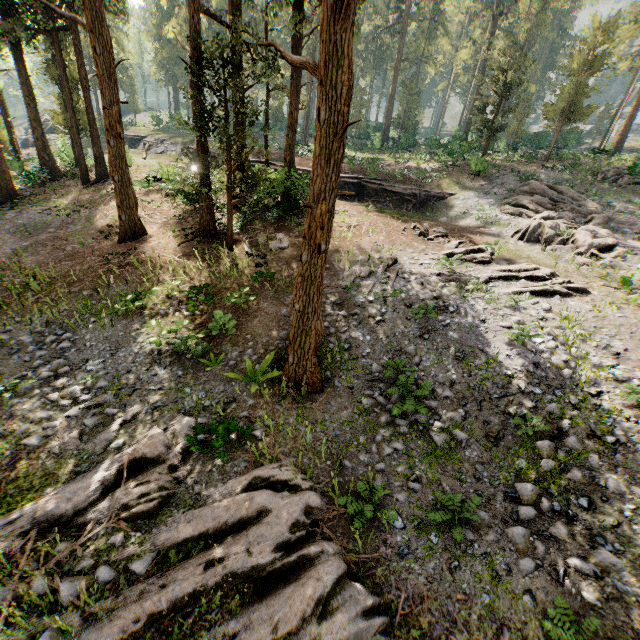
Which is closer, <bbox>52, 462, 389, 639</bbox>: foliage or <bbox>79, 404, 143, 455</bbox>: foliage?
<bbox>52, 462, 389, 639</bbox>: foliage

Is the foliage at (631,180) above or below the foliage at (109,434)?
above

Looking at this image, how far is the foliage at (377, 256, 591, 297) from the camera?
13.4 meters

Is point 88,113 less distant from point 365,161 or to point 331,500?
point 365,161

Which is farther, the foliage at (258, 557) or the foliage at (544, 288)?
the foliage at (544, 288)

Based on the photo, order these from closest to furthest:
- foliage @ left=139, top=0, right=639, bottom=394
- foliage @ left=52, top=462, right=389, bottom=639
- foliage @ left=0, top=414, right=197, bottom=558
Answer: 1. foliage @ left=52, top=462, right=389, bottom=639
2. foliage @ left=0, top=414, right=197, bottom=558
3. foliage @ left=139, top=0, right=639, bottom=394

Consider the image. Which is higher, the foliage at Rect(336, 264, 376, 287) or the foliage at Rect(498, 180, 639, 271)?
the foliage at Rect(498, 180, 639, 271)
